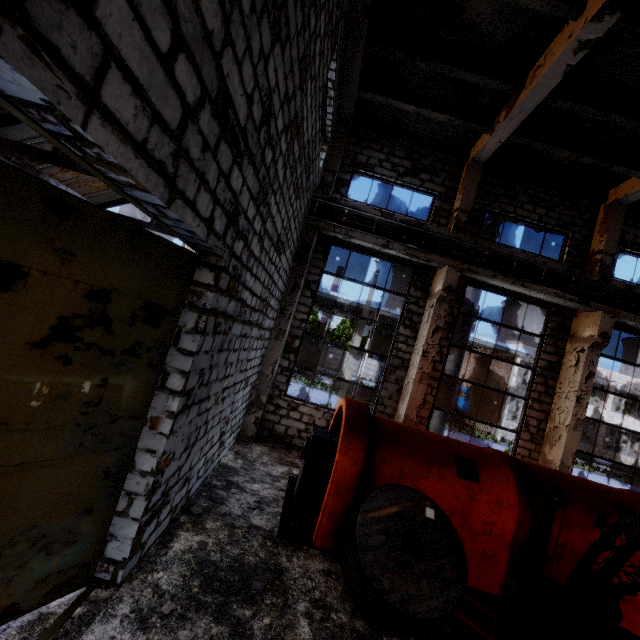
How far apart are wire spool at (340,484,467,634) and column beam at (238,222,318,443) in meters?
4.5 m

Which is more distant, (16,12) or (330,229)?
(330,229)

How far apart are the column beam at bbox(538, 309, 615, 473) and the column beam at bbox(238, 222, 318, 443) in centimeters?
842cm

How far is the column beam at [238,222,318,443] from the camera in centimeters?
905cm

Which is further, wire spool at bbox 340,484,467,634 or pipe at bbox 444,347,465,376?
pipe at bbox 444,347,465,376

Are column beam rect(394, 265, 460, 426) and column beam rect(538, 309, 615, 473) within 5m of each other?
yes

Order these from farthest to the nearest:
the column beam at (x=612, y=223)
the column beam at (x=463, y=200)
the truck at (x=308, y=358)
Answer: the truck at (x=308, y=358), the column beam at (x=612, y=223), the column beam at (x=463, y=200)

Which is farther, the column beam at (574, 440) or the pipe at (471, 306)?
the pipe at (471, 306)
